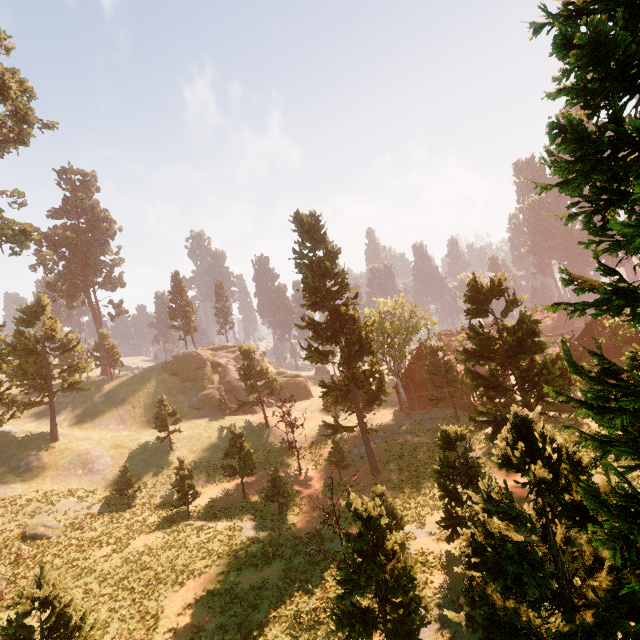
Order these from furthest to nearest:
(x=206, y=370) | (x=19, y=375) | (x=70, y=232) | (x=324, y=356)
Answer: (x=70, y=232), (x=206, y=370), (x=19, y=375), (x=324, y=356)

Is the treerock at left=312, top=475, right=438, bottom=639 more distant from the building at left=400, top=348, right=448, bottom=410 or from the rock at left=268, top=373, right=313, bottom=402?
the rock at left=268, top=373, right=313, bottom=402

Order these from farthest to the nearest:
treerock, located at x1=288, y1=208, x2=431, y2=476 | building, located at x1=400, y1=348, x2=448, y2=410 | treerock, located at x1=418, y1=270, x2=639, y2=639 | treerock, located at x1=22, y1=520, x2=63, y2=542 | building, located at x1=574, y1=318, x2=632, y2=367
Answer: building, located at x1=400, y1=348, x2=448, y2=410 < building, located at x1=574, y1=318, x2=632, y2=367 < treerock, located at x1=288, y1=208, x2=431, y2=476 < treerock, located at x1=22, y1=520, x2=63, y2=542 < treerock, located at x1=418, y1=270, x2=639, y2=639

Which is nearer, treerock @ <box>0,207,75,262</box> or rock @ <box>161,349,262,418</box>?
treerock @ <box>0,207,75,262</box>

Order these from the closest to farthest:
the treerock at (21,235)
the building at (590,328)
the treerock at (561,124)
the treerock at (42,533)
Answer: the treerock at (561,124) < the treerock at (42,533) < the treerock at (21,235) < the building at (590,328)

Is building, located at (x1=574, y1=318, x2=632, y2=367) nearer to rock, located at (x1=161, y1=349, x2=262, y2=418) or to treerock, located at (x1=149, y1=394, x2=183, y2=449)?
treerock, located at (x1=149, y1=394, x2=183, y2=449)

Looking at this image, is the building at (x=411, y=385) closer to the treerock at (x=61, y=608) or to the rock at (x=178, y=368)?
the treerock at (x=61, y=608)

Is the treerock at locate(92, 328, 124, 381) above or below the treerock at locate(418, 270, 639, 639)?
above
